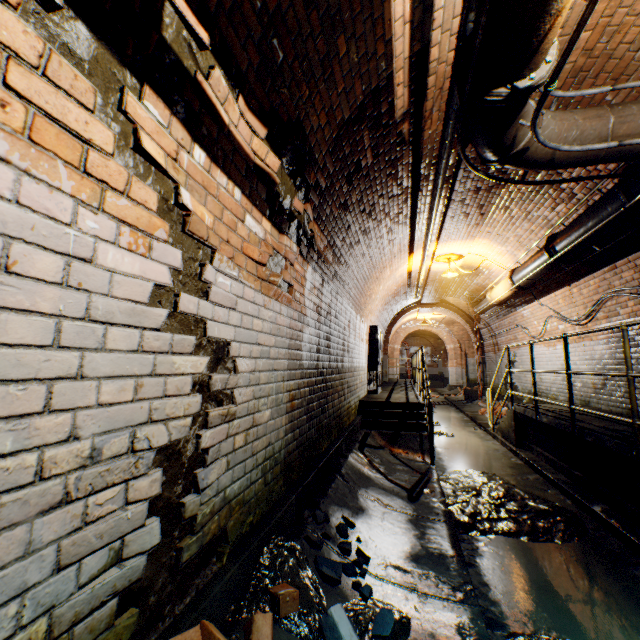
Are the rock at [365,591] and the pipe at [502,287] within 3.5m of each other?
no

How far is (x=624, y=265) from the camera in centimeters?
505cm

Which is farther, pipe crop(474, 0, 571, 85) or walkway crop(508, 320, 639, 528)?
walkway crop(508, 320, 639, 528)

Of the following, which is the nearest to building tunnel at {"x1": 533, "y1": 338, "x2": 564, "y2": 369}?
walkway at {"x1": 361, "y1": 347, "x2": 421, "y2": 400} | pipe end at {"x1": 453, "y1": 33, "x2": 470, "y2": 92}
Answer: walkway at {"x1": 361, "y1": 347, "x2": 421, "y2": 400}

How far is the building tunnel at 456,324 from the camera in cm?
1727

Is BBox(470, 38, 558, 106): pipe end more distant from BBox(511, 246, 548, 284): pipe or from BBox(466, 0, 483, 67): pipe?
BBox(511, 246, 548, 284): pipe

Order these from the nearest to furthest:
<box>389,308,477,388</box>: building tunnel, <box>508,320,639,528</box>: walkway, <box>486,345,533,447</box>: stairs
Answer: <box>508,320,639,528</box>: walkway → <box>486,345,533,447</box>: stairs → <box>389,308,477,388</box>: building tunnel

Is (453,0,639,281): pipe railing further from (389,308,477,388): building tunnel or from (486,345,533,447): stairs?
(486,345,533,447): stairs
